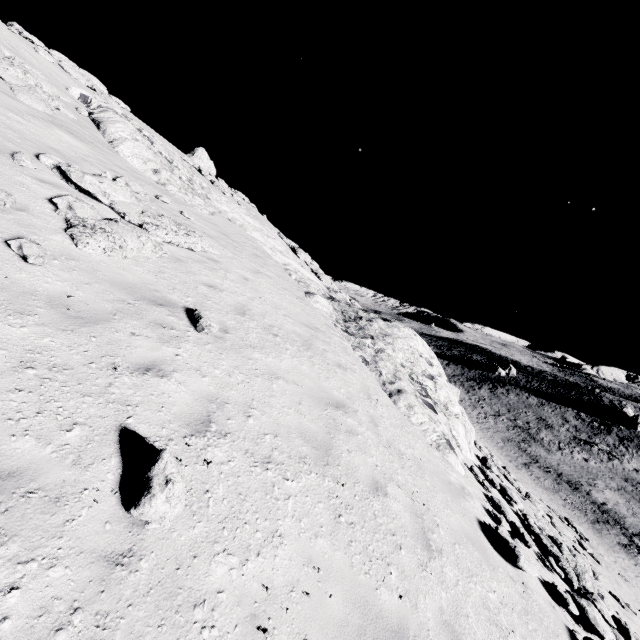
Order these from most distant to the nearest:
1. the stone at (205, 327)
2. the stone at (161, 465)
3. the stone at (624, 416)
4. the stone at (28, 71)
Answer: the stone at (624, 416) < the stone at (28, 71) < the stone at (205, 327) < the stone at (161, 465)

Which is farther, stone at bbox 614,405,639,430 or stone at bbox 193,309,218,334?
stone at bbox 614,405,639,430

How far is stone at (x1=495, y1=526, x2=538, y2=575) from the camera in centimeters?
689cm

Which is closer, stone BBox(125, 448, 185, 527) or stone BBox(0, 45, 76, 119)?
stone BBox(125, 448, 185, 527)

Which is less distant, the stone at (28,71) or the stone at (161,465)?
the stone at (161,465)

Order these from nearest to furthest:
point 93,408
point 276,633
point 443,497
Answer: point 276,633 < point 93,408 < point 443,497

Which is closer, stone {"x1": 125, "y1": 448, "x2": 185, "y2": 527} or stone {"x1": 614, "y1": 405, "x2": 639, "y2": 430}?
stone {"x1": 125, "y1": 448, "x2": 185, "y2": 527}

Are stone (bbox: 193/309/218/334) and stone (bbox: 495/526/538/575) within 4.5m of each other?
no
